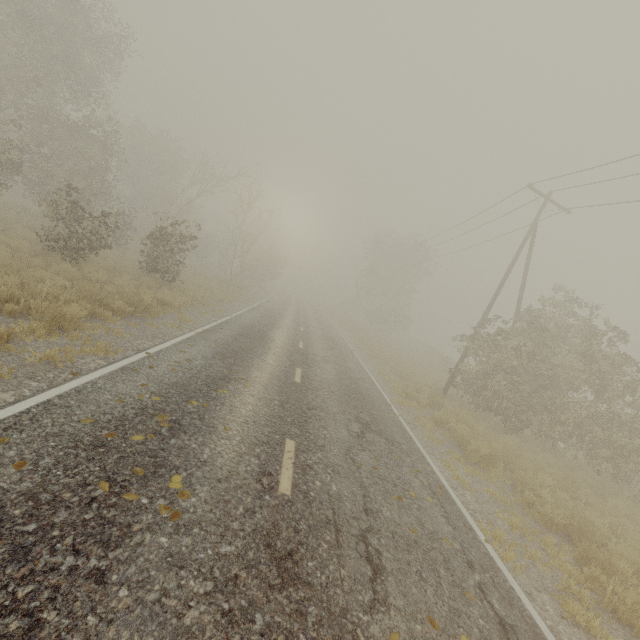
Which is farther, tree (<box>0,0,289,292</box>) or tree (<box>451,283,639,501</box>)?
tree (<box>0,0,289,292</box>)

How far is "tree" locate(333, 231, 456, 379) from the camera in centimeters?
3868cm

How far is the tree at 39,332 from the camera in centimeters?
624cm

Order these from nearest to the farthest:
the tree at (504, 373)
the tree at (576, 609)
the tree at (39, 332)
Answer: the tree at (576, 609)
the tree at (39, 332)
the tree at (504, 373)

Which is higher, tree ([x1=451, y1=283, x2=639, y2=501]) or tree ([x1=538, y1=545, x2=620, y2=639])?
tree ([x1=451, y1=283, x2=639, y2=501])

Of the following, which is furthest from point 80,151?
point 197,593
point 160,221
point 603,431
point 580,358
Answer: point 603,431
